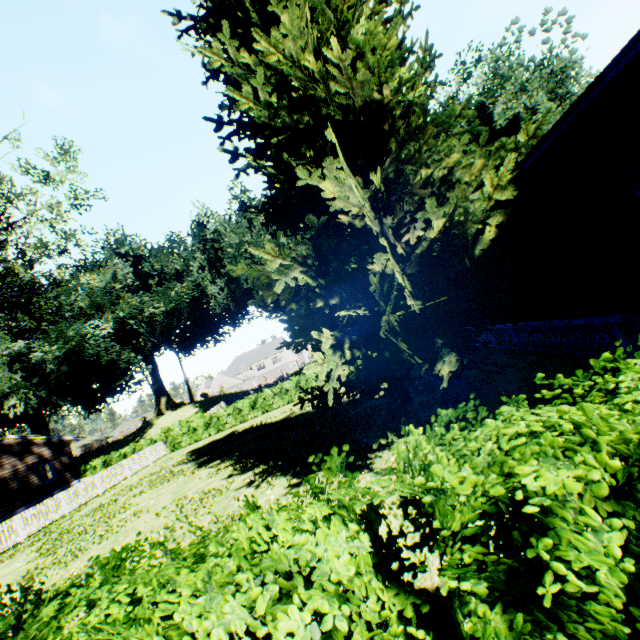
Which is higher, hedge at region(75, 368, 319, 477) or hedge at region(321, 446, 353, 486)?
hedge at region(321, 446, 353, 486)

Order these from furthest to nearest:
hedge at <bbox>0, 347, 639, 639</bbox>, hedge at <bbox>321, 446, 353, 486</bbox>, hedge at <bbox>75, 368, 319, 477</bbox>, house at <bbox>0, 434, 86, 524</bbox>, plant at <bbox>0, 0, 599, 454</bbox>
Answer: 1. hedge at <bbox>75, 368, 319, 477</bbox>
2. house at <bbox>0, 434, 86, 524</bbox>
3. plant at <bbox>0, 0, 599, 454</bbox>
4. hedge at <bbox>321, 446, 353, 486</bbox>
5. hedge at <bbox>0, 347, 639, 639</bbox>

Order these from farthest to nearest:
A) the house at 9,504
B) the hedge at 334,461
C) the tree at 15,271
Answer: the house at 9,504 < the tree at 15,271 < the hedge at 334,461

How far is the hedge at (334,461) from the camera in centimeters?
240cm

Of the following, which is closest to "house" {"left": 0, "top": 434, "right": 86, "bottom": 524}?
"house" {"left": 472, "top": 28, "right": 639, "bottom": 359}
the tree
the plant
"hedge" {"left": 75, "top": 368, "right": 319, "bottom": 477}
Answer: the plant

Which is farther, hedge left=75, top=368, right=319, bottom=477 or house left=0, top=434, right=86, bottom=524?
hedge left=75, top=368, right=319, bottom=477

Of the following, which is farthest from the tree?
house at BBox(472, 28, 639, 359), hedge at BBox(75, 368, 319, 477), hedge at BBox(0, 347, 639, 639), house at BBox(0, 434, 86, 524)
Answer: house at BBox(472, 28, 639, 359)

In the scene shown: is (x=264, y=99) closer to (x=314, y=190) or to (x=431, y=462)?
(x=314, y=190)
